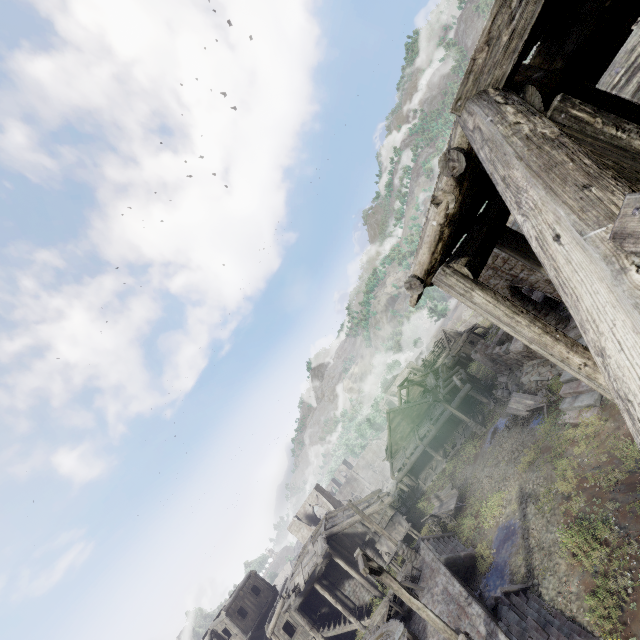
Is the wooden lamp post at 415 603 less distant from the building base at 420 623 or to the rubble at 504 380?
the building base at 420 623

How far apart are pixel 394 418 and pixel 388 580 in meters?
23.3

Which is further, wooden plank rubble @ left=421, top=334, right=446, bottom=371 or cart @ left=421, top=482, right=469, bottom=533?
wooden plank rubble @ left=421, top=334, right=446, bottom=371

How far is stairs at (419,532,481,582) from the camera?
15.95m

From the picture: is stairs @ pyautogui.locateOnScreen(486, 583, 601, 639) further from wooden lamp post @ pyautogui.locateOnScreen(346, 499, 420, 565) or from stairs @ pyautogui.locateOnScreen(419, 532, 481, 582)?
wooden lamp post @ pyautogui.locateOnScreen(346, 499, 420, 565)

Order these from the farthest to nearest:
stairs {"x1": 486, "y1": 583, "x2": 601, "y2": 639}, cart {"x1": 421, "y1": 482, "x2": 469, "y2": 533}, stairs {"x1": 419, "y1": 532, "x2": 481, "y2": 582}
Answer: cart {"x1": 421, "y1": 482, "x2": 469, "y2": 533} < stairs {"x1": 419, "y1": 532, "x2": 481, "y2": 582} < stairs {"x1": 486, "y1": 583, "x2": 601, "y2": 639}

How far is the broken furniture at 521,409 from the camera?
18.78m

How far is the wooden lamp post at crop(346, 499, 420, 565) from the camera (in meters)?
18.38
